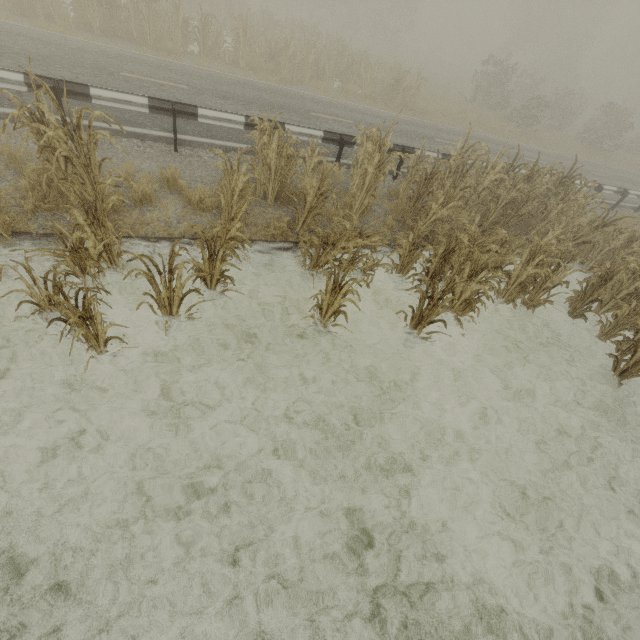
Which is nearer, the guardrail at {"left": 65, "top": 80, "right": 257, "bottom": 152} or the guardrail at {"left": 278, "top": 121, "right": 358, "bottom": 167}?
the guardrail at {"left": 65, "top": 80, "right": 257, "bottom": 152}

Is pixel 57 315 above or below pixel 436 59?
below

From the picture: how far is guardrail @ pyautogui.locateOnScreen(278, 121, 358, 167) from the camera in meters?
7.9 m

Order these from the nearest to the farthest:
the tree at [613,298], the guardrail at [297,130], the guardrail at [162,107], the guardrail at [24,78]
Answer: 1. the tree at [613,298]
2. the guardrail at [24,78]
3. the guardrail at [162,107]
4. the guardrail at [297,130]

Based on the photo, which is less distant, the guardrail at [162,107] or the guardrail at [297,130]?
the guardrail at [162,107]

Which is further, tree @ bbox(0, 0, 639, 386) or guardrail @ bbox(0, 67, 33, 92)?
guardrail @ bbox(0, 67, 33, 92)
